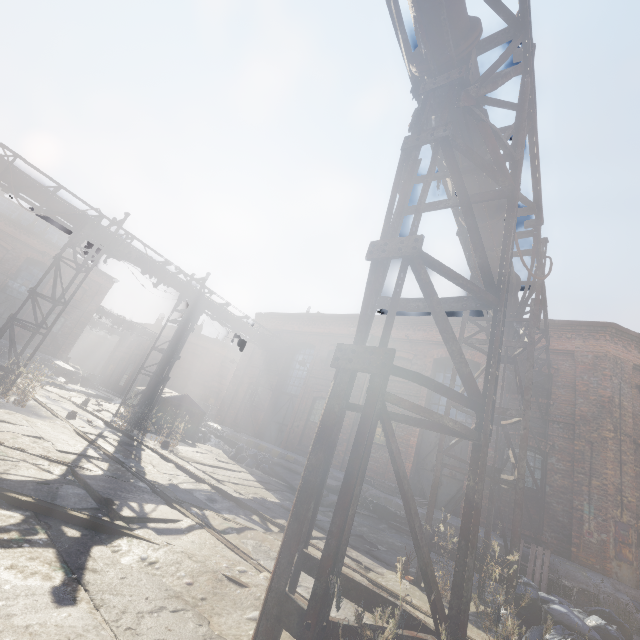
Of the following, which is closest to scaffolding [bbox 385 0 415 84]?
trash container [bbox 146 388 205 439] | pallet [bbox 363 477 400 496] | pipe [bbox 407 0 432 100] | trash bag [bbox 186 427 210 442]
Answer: pipe [bbox 407 0 432 100]

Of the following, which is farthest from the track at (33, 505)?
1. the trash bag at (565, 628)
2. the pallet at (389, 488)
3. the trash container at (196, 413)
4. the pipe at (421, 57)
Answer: the pallet at (389, 488)

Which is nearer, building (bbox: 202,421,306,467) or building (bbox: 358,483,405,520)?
building (bbox: 358,483,405,520)

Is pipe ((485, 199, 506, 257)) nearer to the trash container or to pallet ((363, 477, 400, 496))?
the trash container

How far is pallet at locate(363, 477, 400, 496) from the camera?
11.3m

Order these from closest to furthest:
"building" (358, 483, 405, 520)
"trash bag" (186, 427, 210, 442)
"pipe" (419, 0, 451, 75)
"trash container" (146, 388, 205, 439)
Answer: "pipe" (419, 0, 451, 75), "building" (358, 483, 405, 520), "trash container" (146, 388, 205, 439), "trash bag" (186, 427, 210, 442)

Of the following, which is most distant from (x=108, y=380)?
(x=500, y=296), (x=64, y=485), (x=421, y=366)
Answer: (x=500, y=296)

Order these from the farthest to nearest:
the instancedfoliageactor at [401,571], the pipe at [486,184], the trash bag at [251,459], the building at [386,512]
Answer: the trash bag at [251,459]
the building at [386,512]
the pipe at [486,184]
the instancedfoliageactor at [401,571]
